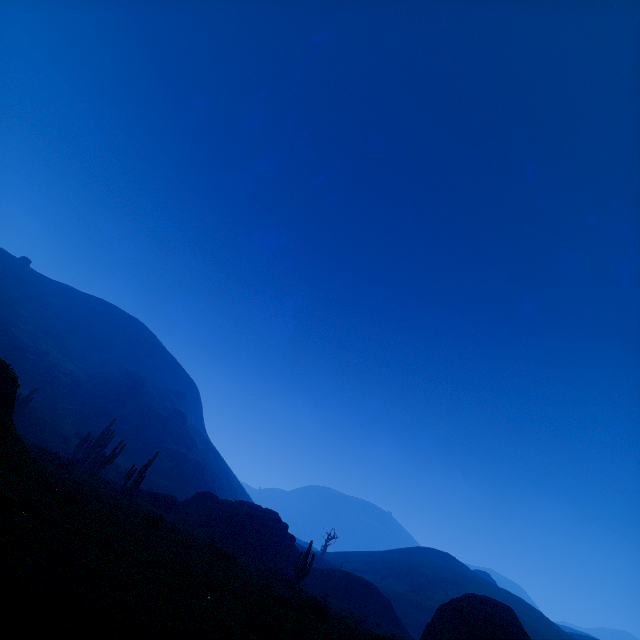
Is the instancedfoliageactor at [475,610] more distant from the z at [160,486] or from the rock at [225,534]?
the z at [160,486]

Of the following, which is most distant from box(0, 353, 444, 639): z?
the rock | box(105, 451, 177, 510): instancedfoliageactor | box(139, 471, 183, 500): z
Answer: box(139, 471, 183, 500): z

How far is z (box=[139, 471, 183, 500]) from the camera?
53.91m

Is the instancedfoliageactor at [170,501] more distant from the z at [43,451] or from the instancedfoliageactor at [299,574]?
the instancedfoliageactor at [299,574]

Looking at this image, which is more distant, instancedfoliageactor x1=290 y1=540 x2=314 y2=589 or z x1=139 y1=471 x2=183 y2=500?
z x1=139 y1=471 x2=183 y2=500

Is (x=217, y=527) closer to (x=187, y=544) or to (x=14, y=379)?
(x=187, y=544)

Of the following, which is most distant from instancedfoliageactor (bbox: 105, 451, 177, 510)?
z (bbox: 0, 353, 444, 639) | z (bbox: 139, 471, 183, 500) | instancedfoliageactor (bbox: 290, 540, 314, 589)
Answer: z (bbox: 139, 471, 183, 500)

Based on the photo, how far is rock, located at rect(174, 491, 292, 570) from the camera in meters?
31.9
